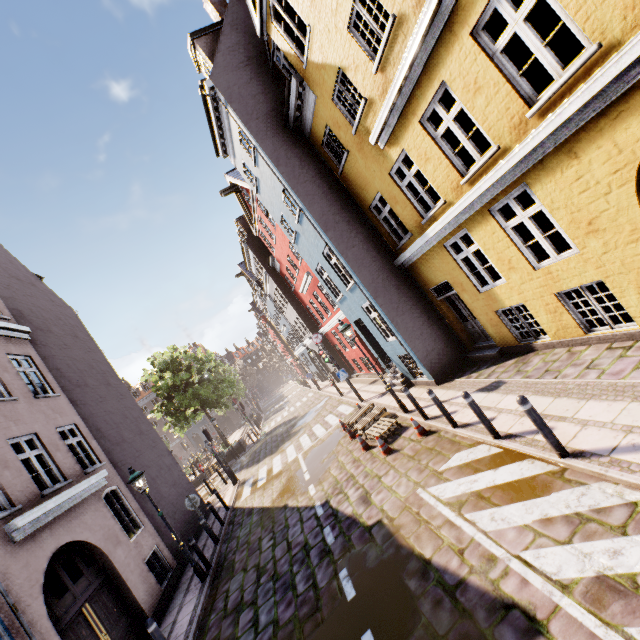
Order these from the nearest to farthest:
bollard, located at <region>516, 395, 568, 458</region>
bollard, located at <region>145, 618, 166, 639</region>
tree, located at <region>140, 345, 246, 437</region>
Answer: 1. bollard, located at <region>516, 395, 568, 458</region>
2. bollard, located at <region>145, 618, 166, 639</region>
3. tree, located at <region>140, 345, 246, 437</region>

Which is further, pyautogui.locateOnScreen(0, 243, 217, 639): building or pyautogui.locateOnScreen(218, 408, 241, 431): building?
pyautogui.locateOnScreen(218, 408, 241, 431): building

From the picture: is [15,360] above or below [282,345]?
above

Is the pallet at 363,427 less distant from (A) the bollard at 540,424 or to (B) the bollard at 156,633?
(A) the bollard at 540,424

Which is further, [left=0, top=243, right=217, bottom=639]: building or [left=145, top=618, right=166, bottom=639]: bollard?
[left=0, top=243, right=217, bottom=639]: building

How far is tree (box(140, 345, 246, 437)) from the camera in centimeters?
2620cm

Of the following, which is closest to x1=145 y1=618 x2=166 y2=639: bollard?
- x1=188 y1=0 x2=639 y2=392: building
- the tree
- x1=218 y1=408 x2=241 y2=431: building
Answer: x1=188 y1=0 x2=639 y2=392: building

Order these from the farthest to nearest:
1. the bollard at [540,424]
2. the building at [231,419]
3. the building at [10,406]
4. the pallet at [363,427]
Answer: the building at [231,419], the pallet at [363,427], the building at [10,406], the bollard at [540,424]
